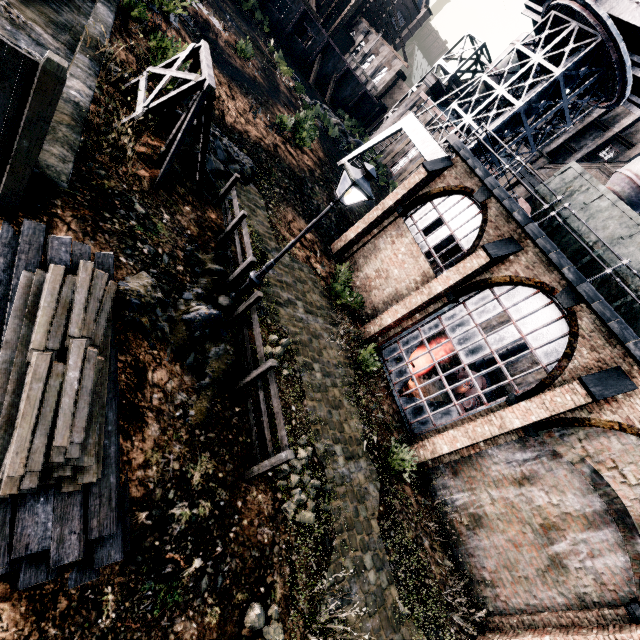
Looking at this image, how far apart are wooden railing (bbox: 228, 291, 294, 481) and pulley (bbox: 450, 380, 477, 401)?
17.31m

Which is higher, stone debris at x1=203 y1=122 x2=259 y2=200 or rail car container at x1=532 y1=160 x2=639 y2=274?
rail car container at x1=532 y1=160 x2=639 y2=274

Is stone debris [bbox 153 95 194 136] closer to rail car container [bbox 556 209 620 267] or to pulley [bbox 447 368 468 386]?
rail car container [bbox 556 209 620 267]

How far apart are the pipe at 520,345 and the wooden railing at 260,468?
27.3 meters

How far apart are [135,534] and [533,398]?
11.7m

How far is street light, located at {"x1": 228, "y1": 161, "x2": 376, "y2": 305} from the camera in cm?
730

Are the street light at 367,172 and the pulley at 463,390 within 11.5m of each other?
no

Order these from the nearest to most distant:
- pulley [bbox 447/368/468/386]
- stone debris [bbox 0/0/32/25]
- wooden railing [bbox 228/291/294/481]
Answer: wooden railing [bbox 228/291/294/481], stone debris [bbox 0/0/32/25], pulley [bbox 447/368/468/386]
